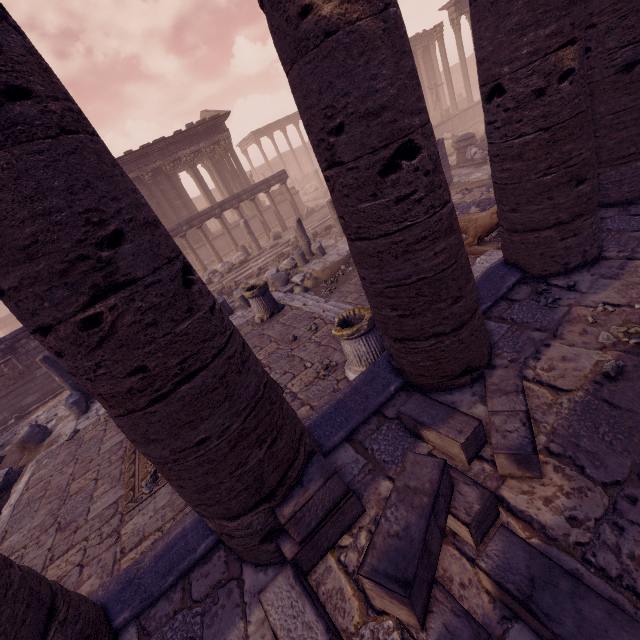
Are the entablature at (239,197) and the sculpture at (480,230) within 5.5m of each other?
no

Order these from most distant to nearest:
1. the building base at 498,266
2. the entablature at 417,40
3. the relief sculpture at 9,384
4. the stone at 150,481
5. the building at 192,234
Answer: the entablature at 417,40
the building at 192,234
the relief sculpture at 9,384
the stone at 150,481
the building base at 498,266

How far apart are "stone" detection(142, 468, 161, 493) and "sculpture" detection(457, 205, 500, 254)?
7.6m

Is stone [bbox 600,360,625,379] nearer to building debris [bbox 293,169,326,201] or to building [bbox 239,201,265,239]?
building [bbox 239,201,265,239]

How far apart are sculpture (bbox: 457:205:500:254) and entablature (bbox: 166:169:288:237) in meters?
13.1 m

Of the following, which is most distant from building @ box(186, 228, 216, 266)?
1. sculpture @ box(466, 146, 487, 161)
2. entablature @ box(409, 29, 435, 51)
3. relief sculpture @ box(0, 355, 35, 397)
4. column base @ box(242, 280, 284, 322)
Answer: entablature @ box(409, 29, 435, 51)

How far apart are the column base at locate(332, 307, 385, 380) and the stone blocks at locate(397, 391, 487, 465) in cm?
146

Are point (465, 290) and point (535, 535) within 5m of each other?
yes
